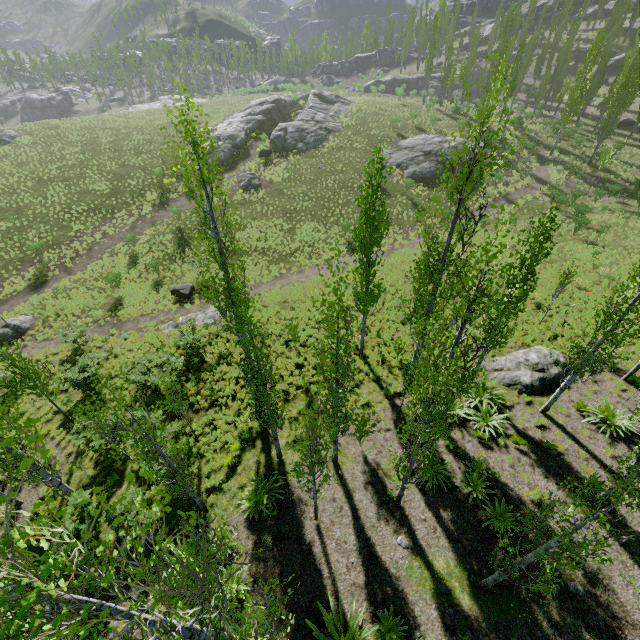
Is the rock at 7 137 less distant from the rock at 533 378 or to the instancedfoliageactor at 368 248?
the instancedfoliageactor at 368 248

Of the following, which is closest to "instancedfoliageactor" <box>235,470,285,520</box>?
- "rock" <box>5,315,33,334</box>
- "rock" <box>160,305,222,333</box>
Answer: "rock" <box>160,305,222,333</box>

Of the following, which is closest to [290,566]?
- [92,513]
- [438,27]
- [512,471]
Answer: [512,471]

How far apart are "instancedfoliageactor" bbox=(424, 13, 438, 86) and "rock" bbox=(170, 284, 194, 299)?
51.09m

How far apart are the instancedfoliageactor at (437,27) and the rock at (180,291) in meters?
51.1

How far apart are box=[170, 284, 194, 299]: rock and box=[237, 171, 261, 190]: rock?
15.4m

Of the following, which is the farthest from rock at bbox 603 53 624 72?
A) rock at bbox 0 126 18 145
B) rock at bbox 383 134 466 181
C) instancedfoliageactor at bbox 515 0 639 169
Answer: rock at bbox 0 126 18 145

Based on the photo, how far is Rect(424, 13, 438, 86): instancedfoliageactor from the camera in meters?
47.1 m
